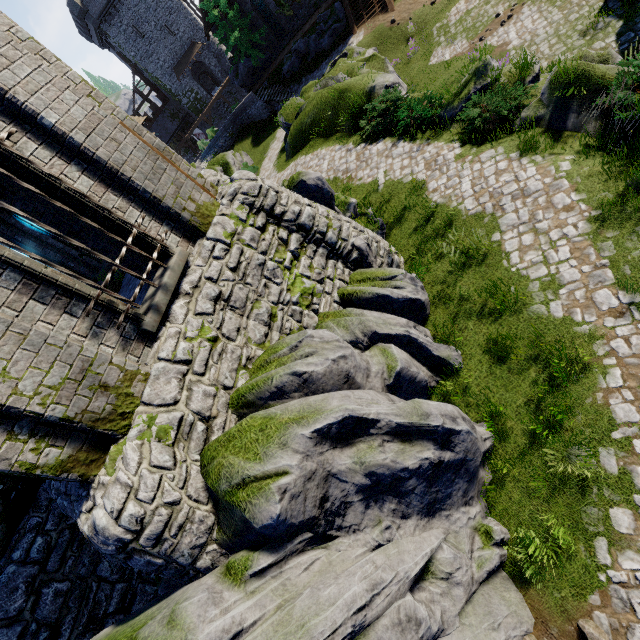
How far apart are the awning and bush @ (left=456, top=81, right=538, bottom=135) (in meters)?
49.35

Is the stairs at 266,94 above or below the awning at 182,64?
below

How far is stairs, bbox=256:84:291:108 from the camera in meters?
30.0 m

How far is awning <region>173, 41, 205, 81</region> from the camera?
44.6m

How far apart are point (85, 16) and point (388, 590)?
61.0 meters

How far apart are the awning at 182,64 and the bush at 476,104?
49.3 meters

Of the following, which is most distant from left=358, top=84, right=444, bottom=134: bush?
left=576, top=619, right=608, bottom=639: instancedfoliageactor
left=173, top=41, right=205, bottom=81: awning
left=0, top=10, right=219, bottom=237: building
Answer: left=173, top=41, right=205, bottom=81: awning

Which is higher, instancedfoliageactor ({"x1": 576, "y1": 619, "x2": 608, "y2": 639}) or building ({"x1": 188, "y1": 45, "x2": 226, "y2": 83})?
building ({"x1": 188, "y1": 45, "x2": 226, "y2": 83})
